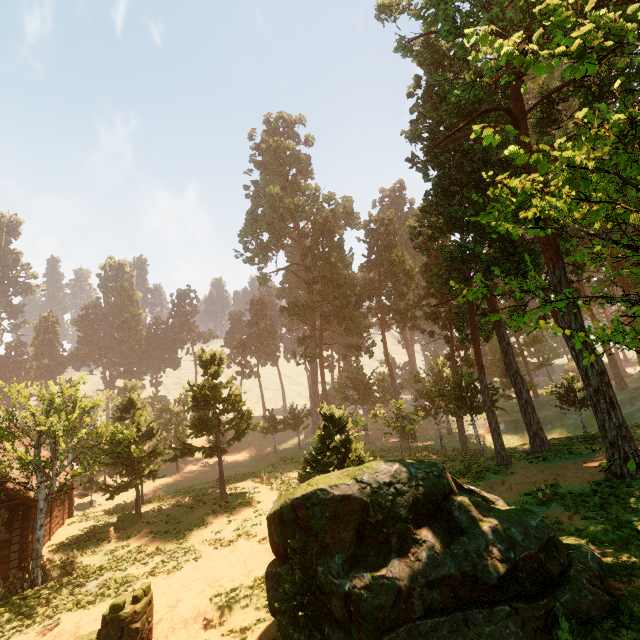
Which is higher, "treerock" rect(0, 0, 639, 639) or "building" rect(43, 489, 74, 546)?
"treerock" rect(0, 0, 639, 639)

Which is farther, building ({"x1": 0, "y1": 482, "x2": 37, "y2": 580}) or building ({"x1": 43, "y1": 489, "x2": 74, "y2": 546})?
building ({"x1": 43, "y1": 489, "x2": 74, "y2": 546})

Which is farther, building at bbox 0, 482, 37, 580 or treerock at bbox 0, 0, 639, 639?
building at bbox 0, 482, 37, 580

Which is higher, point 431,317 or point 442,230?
point 442,230

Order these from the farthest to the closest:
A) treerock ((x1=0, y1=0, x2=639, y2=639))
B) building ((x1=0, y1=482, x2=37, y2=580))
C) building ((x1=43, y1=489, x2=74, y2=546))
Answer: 1. building ((x1=43, y1=489, x2=74, y2=546))
2. building ((x1=0, y1=482, x2=37, y2=580))
3. treerock ((x1=0, y1=0, x2=639, y2=639))

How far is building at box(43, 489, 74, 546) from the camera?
21.62m

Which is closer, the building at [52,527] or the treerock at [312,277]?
the treerock at [312,277]
